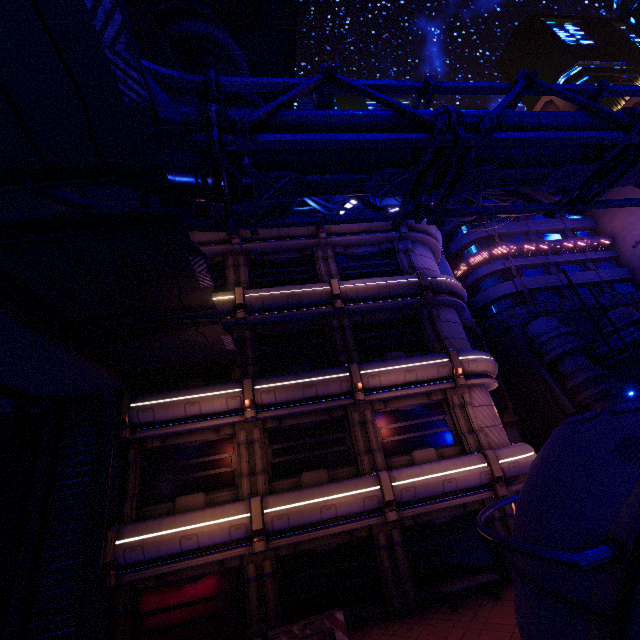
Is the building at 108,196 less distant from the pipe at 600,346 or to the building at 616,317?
the pipe at 600,346

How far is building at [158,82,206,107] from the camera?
16.8m

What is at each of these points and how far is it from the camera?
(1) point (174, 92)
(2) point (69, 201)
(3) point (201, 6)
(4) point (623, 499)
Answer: (1) building, 16.89m
(2) pipe, 6.43m
(3) building, 22.08m
(4) pod, 3.57m

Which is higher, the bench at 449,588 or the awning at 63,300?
the awning at 63,300

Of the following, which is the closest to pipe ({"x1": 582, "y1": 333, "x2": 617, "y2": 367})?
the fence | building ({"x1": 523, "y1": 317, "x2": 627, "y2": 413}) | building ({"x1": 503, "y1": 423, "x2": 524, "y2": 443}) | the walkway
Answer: building ({"x1": 523, "y1": 317, "x2": 627, "y2": 413})

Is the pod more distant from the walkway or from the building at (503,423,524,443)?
the building at (503,423,524,443)

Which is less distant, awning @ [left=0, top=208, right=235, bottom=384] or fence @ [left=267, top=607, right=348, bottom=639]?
awning @ [left=0, top=208, right=235, bottom=384]

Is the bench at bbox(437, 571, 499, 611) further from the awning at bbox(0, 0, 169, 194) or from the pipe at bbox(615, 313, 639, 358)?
the awning at bbox(0, 0, 169, 194)
